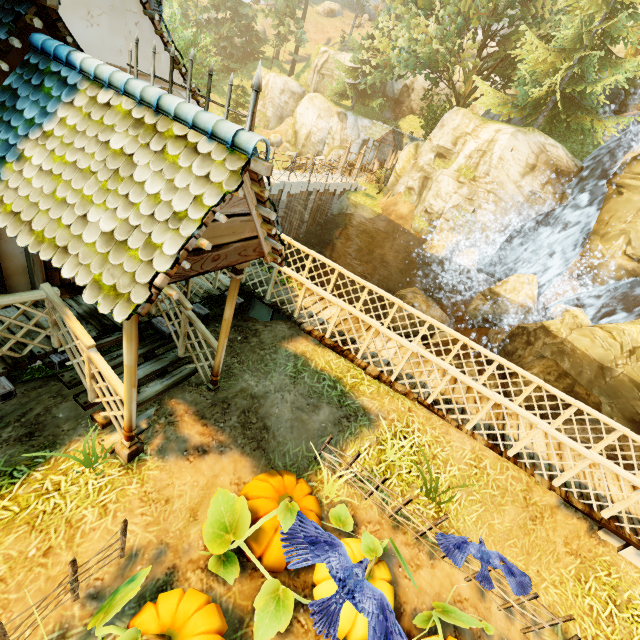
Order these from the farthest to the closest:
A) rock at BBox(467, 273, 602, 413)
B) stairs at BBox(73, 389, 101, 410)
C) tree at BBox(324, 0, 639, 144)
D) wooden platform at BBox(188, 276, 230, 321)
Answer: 1. tree at BBox(324, 0, 639, 144)
2. rock at BBox(467, 273, 602, 413)
3. wooden platform at BBox(188, 276, 230, 321)
4. stairs at BBox(73, 389, 101, 410)

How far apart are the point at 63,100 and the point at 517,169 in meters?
21.5 m

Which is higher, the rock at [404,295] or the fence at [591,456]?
the fence at [591,456]

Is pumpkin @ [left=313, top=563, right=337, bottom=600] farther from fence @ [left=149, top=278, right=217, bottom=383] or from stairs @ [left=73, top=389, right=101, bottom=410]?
stairs @ [left=73, top=389, right=101, bottom=410]

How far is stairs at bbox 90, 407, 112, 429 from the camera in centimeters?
483cm

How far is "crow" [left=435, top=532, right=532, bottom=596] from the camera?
4.3m

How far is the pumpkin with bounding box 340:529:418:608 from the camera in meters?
4.0

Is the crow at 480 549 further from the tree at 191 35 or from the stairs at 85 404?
the tree at 191 35
